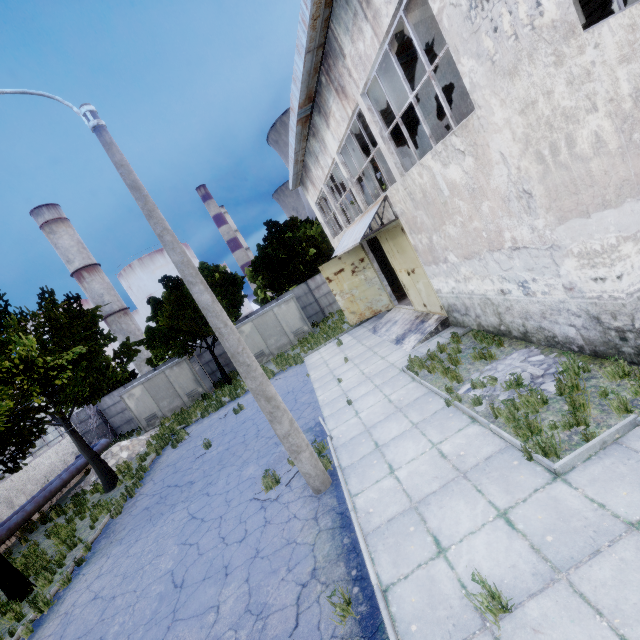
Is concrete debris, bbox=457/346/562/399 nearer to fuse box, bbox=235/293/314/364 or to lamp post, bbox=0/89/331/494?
lamp post, bbox=0/89/331/494

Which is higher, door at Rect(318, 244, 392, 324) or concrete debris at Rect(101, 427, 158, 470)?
door at Rect(318, 244, 392, 324)

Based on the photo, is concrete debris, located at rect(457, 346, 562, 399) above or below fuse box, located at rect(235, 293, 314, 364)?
below

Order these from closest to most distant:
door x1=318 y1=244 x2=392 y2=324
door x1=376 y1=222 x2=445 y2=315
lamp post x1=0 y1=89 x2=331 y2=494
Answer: lamp post x1=0 y1=89 x2=331 y2=494, door x1=376 y1=222 x2=445 y2=315, door x1=318 y1=244 x2=392 y2=324

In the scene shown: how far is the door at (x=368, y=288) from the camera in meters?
17.1

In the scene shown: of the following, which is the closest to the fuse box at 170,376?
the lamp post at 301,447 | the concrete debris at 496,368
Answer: the lamp post at 301,447

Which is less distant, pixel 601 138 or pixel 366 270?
pixel 601 138

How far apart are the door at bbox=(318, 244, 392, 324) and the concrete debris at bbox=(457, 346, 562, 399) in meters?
9.2
